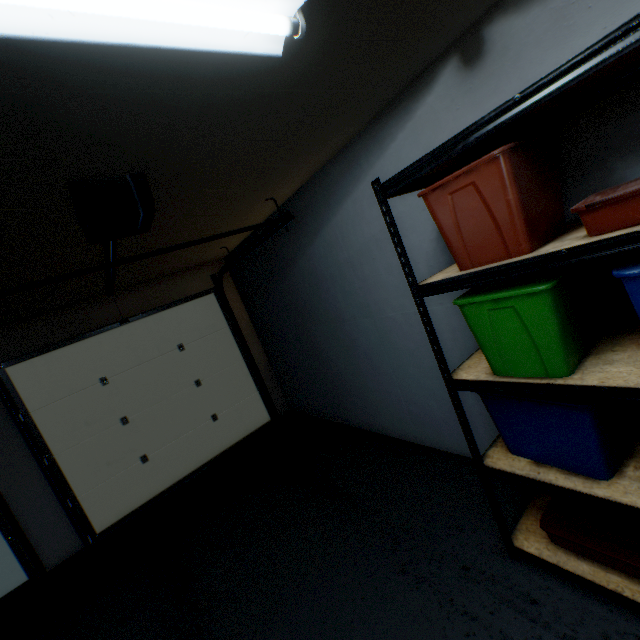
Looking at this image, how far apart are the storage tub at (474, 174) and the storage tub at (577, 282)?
0.1m

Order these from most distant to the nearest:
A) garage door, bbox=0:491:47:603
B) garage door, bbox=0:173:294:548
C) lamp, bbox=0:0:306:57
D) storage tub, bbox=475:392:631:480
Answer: garage door, bbox=0:491:47:603 → garage door, bbox=0:173:294:548 → storage tub, bbox=475:392:631:480 → lamp, bbox=0:0:306:57

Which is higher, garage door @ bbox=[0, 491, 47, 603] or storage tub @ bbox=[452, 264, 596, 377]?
storage tub @ bbox=[452, 264, 596, 377]

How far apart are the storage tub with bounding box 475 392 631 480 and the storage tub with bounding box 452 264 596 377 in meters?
0.1

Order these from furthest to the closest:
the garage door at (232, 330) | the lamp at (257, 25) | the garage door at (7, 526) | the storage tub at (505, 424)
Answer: the garage door at (7, 526), the garage door at (232, 330), the storage tub at (505, 424), the lamp at (257, 25)

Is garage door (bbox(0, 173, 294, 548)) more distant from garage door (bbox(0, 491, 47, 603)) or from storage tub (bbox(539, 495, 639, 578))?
storage tub (bbox(539, 495, 639, 578))

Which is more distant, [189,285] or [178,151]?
[189,285]

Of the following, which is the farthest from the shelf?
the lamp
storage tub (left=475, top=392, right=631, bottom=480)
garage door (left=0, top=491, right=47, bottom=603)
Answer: garage door (left=0, top=491, right=47, bottom=603)
